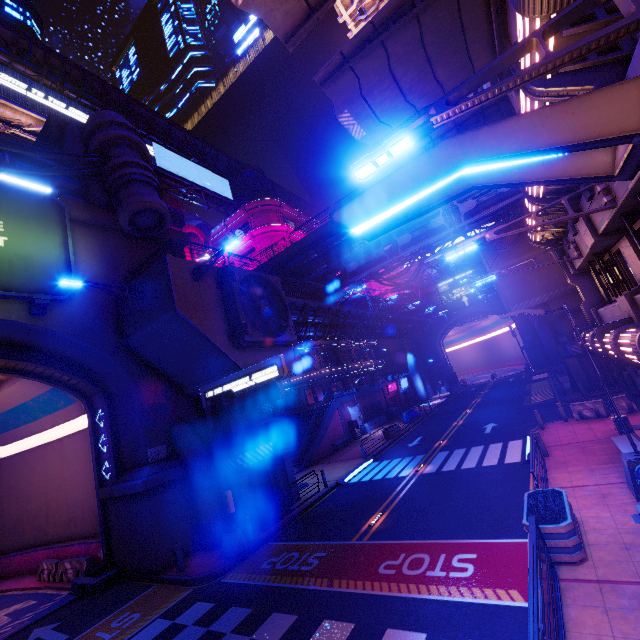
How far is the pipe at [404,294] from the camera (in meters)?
53.22

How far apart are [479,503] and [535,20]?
13.77m

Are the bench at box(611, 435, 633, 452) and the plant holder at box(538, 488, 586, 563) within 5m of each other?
yes

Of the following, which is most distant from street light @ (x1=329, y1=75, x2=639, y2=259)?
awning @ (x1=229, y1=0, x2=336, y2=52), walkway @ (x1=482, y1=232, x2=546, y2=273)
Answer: walkway @ (x1=482, y1=232, x2=546, y2=273)

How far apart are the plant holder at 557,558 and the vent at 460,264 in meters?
53.9 m

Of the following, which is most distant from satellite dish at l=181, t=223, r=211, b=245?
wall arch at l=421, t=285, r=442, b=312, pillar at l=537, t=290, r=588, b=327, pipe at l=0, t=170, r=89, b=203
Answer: pillar at l=537, t=290, r=588, b=327

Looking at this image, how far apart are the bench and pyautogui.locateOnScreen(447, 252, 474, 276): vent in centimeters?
4988cm

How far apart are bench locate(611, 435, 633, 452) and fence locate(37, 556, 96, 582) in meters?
23.8 m
